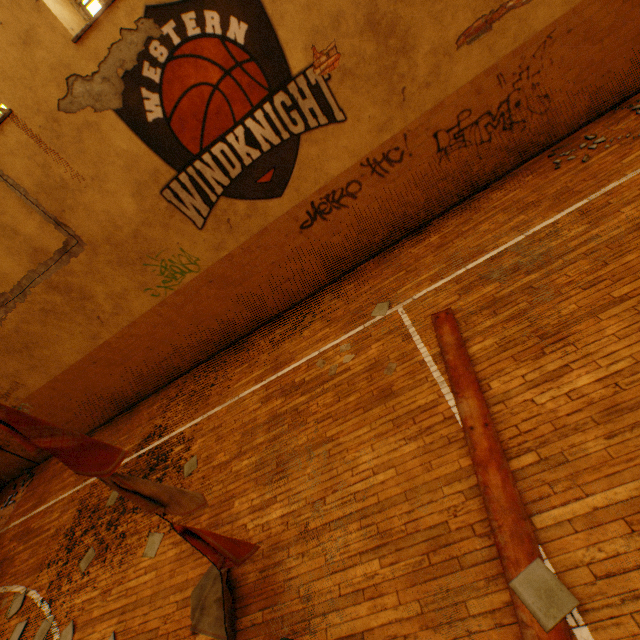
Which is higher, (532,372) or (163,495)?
(163,495)
